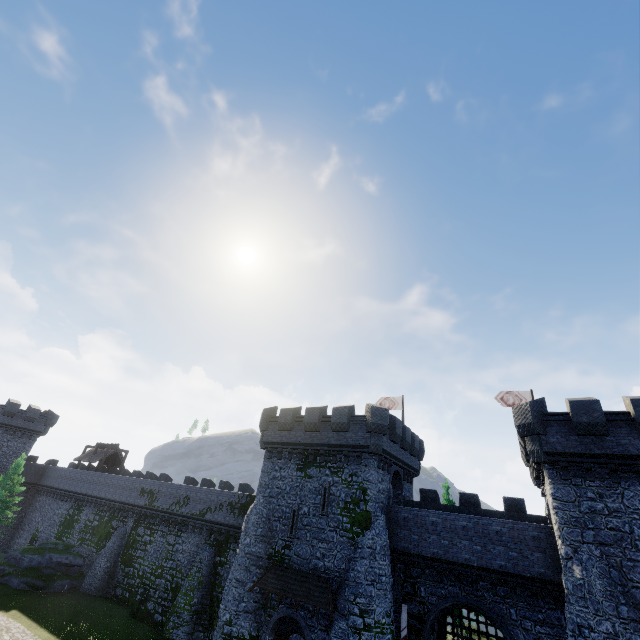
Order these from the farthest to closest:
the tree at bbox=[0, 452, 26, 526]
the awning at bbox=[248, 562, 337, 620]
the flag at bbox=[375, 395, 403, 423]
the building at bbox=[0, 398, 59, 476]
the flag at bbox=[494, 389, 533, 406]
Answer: the building at bbox=[0, 398, 59, 476], the tree at bbox=[0, 452, 26, 526], the flag at bbox=[375, 395, 403, 423], the flag at bbox=[494, 389, 533, 406], the awning at bbox=[248, 562, 337, 620]

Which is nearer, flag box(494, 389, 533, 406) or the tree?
flag box(494, 389, 533, 406)

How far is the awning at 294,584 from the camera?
18.8m

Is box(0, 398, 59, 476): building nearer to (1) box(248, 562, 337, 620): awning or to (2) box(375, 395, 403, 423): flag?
(1) box(248, 562, 337, 620): awning

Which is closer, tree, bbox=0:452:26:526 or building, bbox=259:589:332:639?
building, bbox=259:589:332:639

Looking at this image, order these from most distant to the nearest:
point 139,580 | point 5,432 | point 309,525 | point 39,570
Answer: point 5,432, point 39,570, point 139,580, point 309,525

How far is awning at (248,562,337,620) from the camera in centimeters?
1883cm

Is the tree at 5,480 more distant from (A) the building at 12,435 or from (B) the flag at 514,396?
(B) the flag at 514,396
